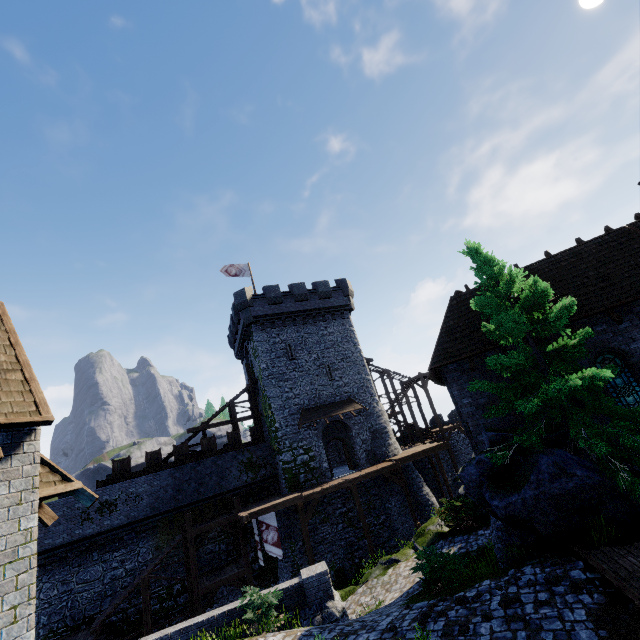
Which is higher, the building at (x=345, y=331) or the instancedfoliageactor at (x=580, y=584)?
the building at (x=345, y=331)

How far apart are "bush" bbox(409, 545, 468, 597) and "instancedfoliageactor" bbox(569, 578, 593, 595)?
3.4 meters

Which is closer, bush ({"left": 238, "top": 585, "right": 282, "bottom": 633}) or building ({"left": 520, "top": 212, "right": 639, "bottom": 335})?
bush ({"left": 238, "top": 585, "right": 282, "bottom": 633})

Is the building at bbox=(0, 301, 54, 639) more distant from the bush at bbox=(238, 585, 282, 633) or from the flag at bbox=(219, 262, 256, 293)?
the flag at bbox=(219, 262, 256, 293)

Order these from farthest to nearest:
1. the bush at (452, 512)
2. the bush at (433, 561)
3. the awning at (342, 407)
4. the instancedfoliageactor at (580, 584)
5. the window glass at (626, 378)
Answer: the awning at (342, 407) → the bush at (452, 512) → the window glass at (626, 378) → the bush at (433, 561) → the instancedfoliageactor at (580, 584)

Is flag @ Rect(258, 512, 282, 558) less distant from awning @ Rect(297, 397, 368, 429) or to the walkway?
the walkway

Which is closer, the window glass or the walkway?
the window glass

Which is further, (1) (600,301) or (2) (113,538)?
(2) (113,538)
